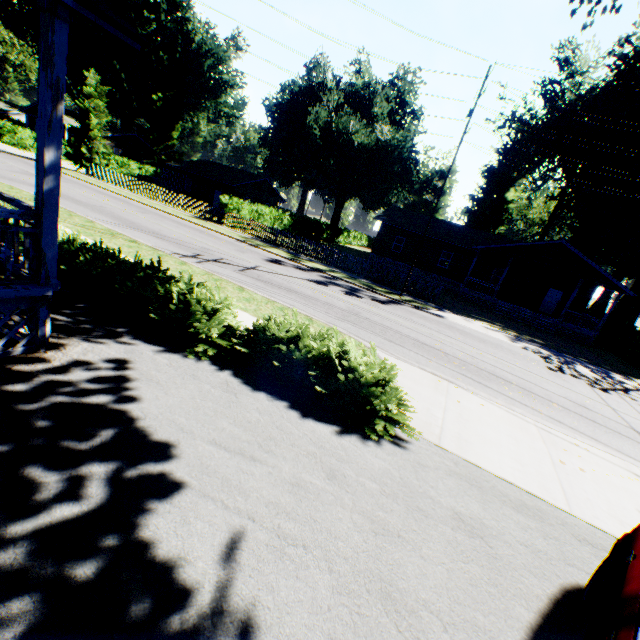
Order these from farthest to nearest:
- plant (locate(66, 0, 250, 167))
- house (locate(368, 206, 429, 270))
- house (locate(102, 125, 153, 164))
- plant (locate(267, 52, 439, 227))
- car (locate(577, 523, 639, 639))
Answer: house (locate(102, 125, 153, 164))
plant (locate(66, 0, 250, 167))
plant (locate(267, 52, 439, 227))
house (locate(368, 206, 429, 270))
car (locate(577, 523, 639, 639))

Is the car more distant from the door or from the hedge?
the door

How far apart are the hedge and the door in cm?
3203

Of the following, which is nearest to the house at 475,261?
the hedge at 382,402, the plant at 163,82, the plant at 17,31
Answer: the plant at 163,82

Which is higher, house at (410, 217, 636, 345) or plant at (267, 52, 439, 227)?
plant at (267, 52, 439, 227)

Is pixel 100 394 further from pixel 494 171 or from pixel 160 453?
pixel 494 171

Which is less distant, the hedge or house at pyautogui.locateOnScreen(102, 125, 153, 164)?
the hedge

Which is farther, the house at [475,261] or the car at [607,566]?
the house at [475,261]
